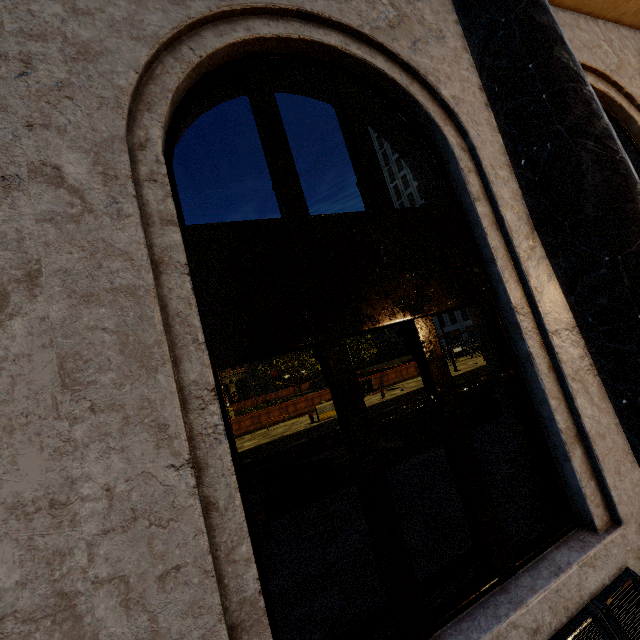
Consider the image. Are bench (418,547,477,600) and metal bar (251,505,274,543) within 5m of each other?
yes

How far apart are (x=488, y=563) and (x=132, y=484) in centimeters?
256cm

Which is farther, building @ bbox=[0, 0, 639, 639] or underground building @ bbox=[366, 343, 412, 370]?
underground building @ bbox=[366, 343, 412, 370]

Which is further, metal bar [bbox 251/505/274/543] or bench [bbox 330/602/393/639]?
metal bar [bbox 251/505/274/543]

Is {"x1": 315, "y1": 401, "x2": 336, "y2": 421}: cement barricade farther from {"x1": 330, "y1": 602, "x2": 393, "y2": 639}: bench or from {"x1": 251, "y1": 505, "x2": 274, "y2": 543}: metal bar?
{"x1": 330, "y1": 602, "x2": 393, "y2": 639}: bench

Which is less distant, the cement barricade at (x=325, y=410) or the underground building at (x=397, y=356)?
the cement barricade at (x=325, y=410)

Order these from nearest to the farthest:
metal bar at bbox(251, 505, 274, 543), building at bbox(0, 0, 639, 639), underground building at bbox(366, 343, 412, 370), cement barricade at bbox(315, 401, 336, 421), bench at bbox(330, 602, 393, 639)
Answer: building at bbox(0, 0, 639, 639) < bench at bbox(330, 602, 393, 639) < metal bar at bbox(251, 505, 274, 543) < cement barricade at bbox(315, 401, 336, 421) < underground building at bbox(366, 343, 412, 370)

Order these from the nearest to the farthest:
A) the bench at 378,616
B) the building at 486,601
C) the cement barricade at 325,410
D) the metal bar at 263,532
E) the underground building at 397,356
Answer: the building at 486,601 < the bench at 378,616 < the metal bar at 263,532 < the cement barricade at 325,410 < the underground building at 397,356
